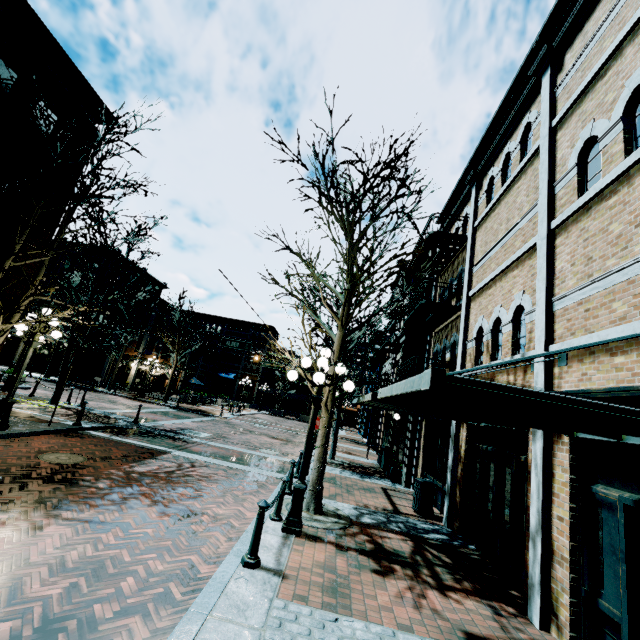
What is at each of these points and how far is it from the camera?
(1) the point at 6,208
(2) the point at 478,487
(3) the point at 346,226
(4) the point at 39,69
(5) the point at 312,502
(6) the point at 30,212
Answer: (1) building, 11.76m
(2) building, 7.76m
(3) tree, 9.14m
(4) building, 12.70m
(5) tree, 7.55m
(6) tree, 8.73m

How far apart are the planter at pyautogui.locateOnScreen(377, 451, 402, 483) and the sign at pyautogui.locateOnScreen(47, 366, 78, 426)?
12.32m

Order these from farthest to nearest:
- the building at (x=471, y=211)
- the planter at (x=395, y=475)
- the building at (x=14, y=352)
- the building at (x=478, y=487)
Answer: the building at (x=14, y=352) < the planter at (x=395, y=475) < the building at (x=471, y=211) < the building at (x=478, y=487)

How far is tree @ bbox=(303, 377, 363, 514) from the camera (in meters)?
7.60

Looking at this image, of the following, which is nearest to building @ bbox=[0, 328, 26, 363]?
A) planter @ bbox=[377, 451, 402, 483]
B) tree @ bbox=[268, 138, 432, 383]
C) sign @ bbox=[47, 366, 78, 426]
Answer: sign @ bbox=[47, 366, 78, 426]

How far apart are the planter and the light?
7.7m

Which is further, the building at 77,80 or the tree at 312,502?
Result: the building at 77,80

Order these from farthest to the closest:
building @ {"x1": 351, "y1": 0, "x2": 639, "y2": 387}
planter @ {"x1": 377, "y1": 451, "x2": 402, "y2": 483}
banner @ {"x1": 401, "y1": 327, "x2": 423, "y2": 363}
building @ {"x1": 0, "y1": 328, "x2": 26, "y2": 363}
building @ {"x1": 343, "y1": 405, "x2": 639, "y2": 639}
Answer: building @ {"x1": 0, "y1": 328, "x2": 26, "y2": 363}, banner @ {"x1": 401, "y1": 327, "x2": 423, "y2": 363}, planter @ {"x1": 377, "y1": 451, "x2": 402, "y2": 483}, building @ {"x1": 351, "y1": 0, "x2": 639, "y2": 387}, building @ {"x1": 343, "y1": 405, "x2": 639, "y2": 639}
